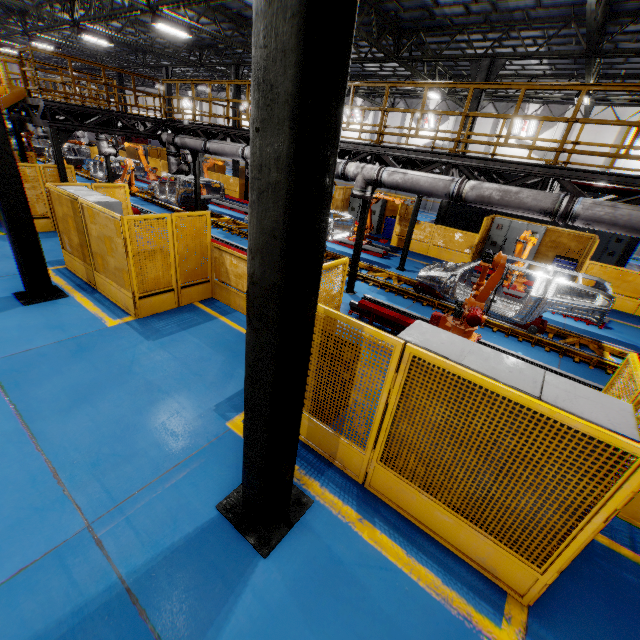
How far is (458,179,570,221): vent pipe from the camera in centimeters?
609cm

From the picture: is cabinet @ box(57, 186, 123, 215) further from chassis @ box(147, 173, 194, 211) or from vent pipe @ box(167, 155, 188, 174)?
chassis @ box(147, 173, 194, 211)

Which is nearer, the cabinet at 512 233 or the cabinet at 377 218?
the cabinet at 512 233

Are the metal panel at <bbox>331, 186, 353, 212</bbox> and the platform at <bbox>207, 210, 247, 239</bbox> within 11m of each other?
yes

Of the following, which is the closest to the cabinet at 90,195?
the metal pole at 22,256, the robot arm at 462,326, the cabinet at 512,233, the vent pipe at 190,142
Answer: the metal pole at 22,256

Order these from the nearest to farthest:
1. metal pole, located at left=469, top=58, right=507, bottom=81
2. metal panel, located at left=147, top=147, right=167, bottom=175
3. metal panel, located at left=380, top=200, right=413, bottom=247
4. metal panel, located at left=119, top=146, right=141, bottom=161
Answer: metal pole, located at left=469, top=58, right=507, bottom=81 < metal panel, located at left=380, top=200, right=413, bottom=247 < metal panel, located at left=147, top=147, right=167, bottom=175 < metal panel, located at left=119, top=146, right=141, bottom=161

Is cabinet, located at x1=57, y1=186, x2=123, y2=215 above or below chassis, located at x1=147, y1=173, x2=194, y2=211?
above

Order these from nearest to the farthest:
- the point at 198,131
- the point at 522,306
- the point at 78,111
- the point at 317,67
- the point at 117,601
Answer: the point at 317,67
the point at 117,601
the point at 522,306
the point at 78,111
the point at 198,131
